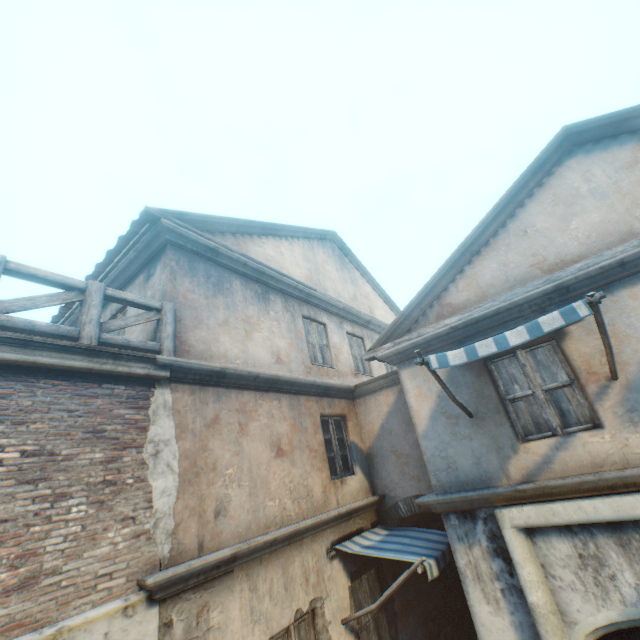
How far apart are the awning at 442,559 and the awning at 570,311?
2.94m

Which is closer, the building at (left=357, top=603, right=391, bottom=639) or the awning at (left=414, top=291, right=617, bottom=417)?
the awning at (left=414, top=291, right=617, bottom=417)

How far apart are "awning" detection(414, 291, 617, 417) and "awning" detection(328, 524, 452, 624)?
2.9 meters

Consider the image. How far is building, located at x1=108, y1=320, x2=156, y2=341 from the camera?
5.2 meters

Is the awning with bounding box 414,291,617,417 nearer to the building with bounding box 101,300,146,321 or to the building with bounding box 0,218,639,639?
the building with bounding box 0,218,639,639

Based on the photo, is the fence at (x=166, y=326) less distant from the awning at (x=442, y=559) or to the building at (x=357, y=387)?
the building at (x=357, y=387)

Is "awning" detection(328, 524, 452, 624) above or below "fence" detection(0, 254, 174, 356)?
below

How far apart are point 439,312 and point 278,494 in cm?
424
